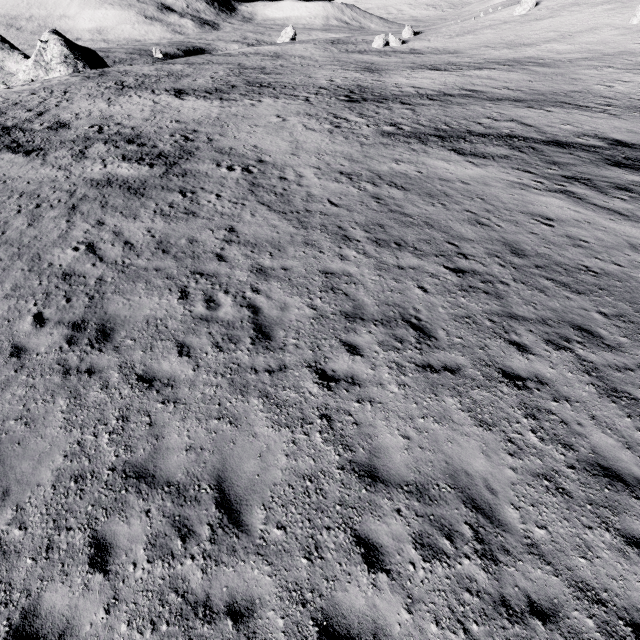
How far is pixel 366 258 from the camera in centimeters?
1076cm
